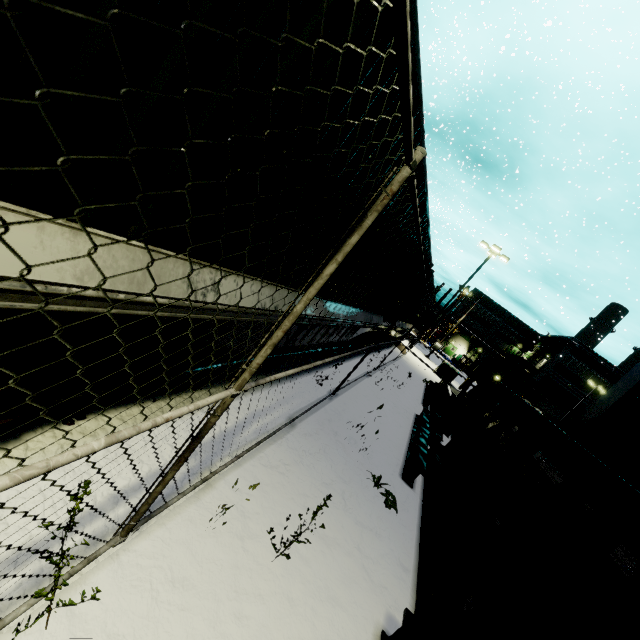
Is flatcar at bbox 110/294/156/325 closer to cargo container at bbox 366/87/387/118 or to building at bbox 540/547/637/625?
cargo container at bbox 366/87/387/118

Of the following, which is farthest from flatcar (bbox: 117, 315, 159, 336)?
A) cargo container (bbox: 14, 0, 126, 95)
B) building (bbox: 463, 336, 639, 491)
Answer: building (bbox: 463, 336, 639, 491)

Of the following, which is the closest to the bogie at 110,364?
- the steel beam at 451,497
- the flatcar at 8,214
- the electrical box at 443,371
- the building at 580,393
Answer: the flatcar at 8,214

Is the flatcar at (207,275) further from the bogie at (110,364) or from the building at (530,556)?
the building at (530,556)

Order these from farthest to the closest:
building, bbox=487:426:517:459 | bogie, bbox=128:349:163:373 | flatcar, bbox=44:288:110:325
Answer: building, bbox=487:426:517:459 → bogie, bbox=128:349:163:373 → flatcar, bbox=44:288:110:325

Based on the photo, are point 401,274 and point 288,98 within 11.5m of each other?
yes

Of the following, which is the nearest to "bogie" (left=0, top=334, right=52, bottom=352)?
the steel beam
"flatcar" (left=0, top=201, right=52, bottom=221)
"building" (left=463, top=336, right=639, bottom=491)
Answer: "flatcar" (left=0, top=201, right=52, bottom=221)

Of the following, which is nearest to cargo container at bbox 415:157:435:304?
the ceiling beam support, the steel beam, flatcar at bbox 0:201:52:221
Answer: flatcar at bbox 0:201:52:221
